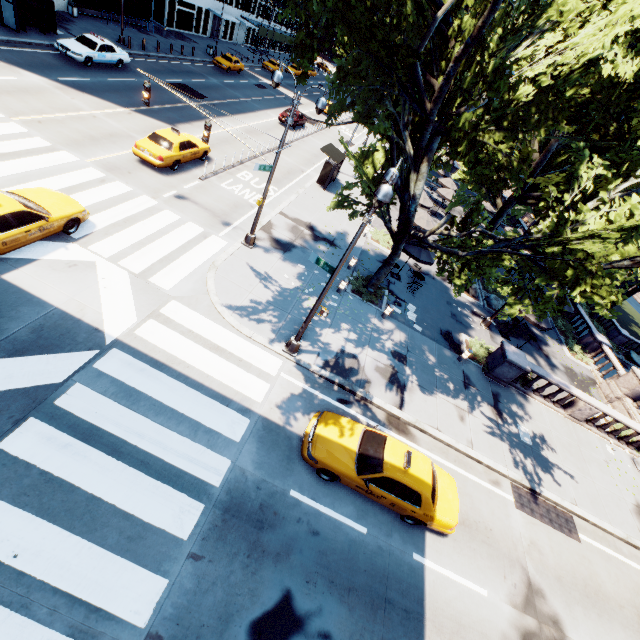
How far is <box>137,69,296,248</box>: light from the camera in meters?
12.7 m

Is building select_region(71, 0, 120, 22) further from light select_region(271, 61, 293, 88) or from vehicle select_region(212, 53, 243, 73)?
light select_region(271, 61, 293, 88)

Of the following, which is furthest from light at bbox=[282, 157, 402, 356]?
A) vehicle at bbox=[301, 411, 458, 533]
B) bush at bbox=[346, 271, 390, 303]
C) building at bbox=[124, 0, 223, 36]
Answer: building at bbox=[124, 0, 223, 36]

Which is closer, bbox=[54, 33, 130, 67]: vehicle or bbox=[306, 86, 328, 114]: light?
bbox=[306, 86, 328, 114]: light

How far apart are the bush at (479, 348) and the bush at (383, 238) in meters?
8.5

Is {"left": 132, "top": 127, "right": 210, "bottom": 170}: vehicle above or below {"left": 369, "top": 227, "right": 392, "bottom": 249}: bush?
above

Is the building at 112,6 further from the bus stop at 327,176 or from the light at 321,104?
the light at 321,104

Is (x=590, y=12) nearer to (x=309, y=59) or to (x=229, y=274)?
(x=309, y=59)
